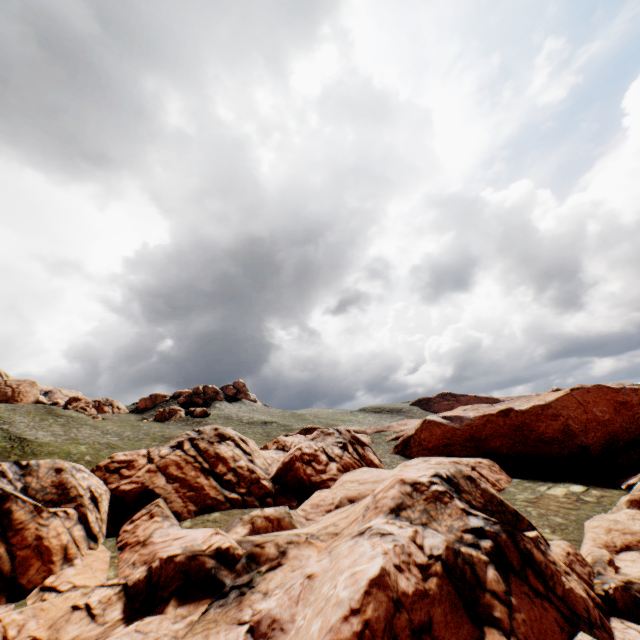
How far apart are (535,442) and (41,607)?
50.8 meters
